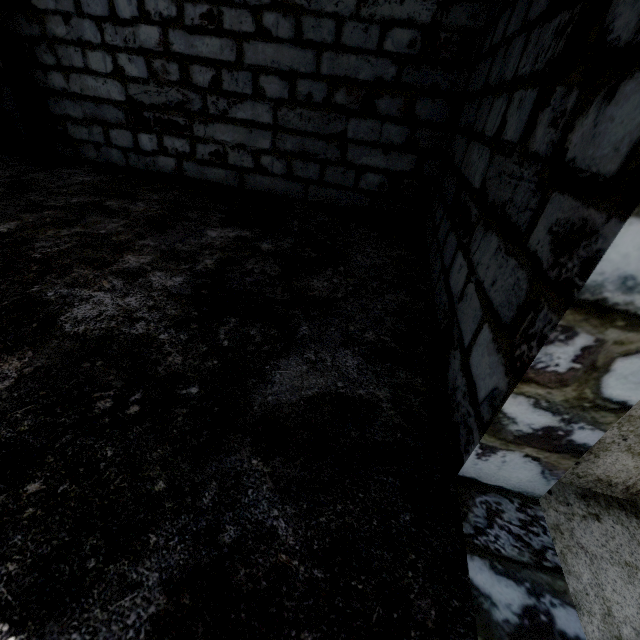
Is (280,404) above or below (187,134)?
below

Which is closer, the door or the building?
the building

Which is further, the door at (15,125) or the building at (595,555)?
the door at (15,125)
